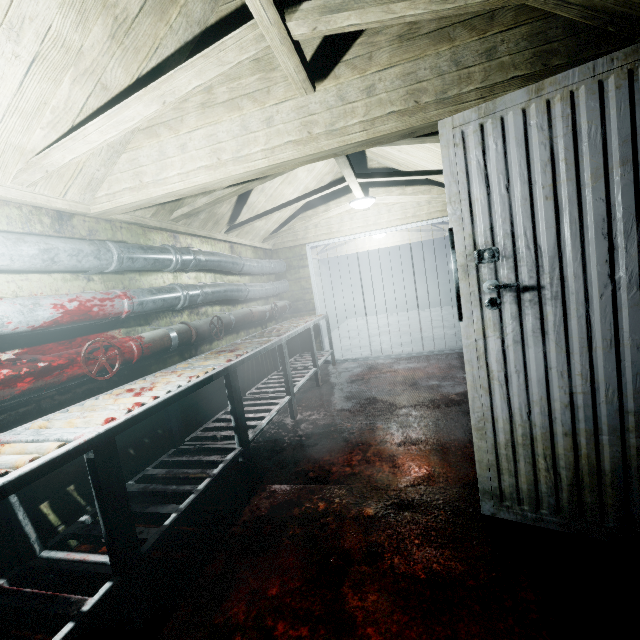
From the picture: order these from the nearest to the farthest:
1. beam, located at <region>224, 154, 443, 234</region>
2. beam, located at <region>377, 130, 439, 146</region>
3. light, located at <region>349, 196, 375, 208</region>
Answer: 1. beam, located at <region>377, 130, 439, 146</region>
2. beam, located at <region>224, 154, 443, 234</region>
3. light, located at <region>349, 196, 375, 208</region>

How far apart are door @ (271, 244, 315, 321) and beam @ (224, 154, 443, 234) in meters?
1.2 m

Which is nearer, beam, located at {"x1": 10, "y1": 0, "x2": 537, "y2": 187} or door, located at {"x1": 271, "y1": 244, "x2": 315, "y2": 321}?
beam, located at {"x1": 10, "y1": 0, "x2": 537, "y2": 187}

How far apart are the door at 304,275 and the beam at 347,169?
1.2m

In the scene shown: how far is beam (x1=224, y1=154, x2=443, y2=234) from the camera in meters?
3.0 m

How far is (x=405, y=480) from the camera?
2.0 meters

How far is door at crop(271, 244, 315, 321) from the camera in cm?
521

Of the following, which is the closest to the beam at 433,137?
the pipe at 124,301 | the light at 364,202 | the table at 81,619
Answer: the light at 364,202
